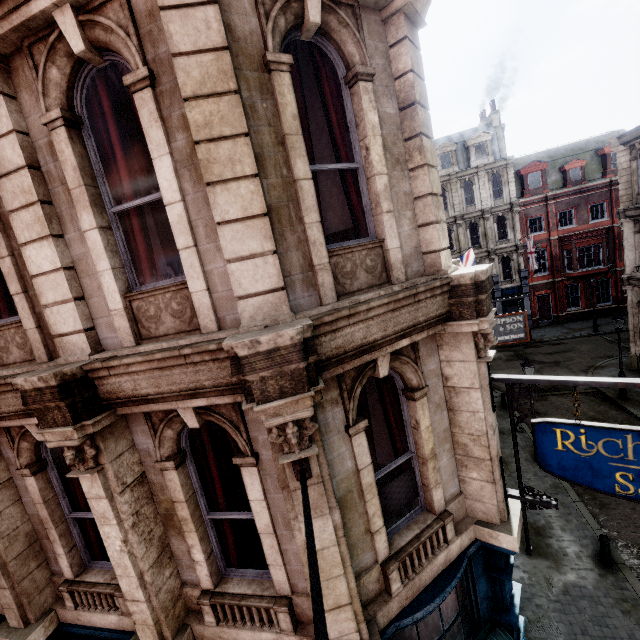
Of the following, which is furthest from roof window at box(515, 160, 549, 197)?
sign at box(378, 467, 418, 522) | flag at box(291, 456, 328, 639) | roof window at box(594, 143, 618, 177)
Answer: flag at box(291, 456, 328, 639)

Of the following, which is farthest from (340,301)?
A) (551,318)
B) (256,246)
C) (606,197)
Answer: (606,197)

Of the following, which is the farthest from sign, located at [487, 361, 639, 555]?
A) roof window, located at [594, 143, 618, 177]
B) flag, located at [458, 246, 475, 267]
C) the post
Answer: roof window, located at [594, 143, 618, 177]

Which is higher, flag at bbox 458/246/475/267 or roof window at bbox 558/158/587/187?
roof window at bbox 558/158/587/187

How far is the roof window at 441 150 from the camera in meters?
31.6 m

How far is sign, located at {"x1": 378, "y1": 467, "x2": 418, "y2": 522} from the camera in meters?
4.4

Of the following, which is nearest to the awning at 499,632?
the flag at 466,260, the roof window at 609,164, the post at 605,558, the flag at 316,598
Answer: the flag at 316,598

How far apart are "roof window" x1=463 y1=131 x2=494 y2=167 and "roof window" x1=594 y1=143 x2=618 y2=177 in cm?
884
